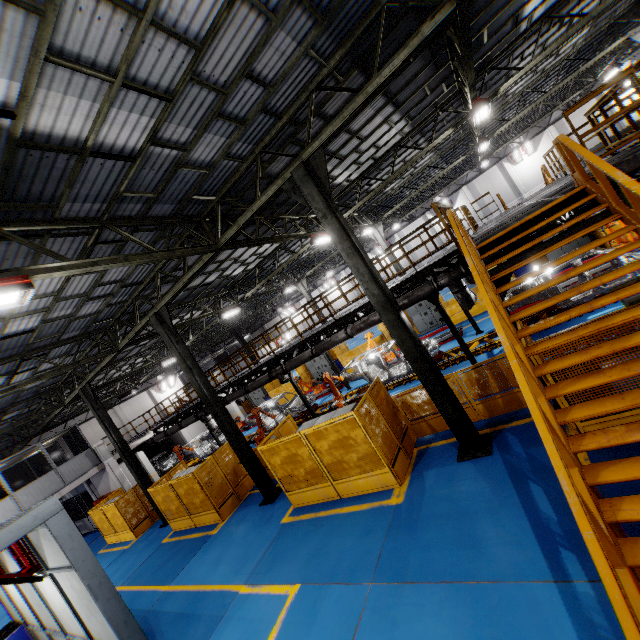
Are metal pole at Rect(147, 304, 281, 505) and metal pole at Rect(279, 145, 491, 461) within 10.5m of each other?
yes

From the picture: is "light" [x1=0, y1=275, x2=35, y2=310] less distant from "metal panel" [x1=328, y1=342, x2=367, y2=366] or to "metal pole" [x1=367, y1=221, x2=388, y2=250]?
"metal panel" [x1=328, y1=342, x2=367, y2=366]

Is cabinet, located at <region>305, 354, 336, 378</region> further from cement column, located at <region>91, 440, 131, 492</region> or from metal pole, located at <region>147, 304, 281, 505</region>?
cement column, located at <region>91, 440, 131, 492</region>

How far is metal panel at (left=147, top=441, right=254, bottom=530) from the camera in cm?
1249

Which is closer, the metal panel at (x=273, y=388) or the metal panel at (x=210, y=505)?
the metal panel at (x=210, y=505)

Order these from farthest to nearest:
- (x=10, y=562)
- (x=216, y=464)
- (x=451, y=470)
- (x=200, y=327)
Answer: (x=200, y=327)
(x=216, y=464)
(x=10, y=562)
(x=451, y=470)

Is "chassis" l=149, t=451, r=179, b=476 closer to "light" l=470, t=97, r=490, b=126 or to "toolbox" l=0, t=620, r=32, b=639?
"toolbox" l=0, t=620, r=32, b=639

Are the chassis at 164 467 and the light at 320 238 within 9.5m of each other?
no
